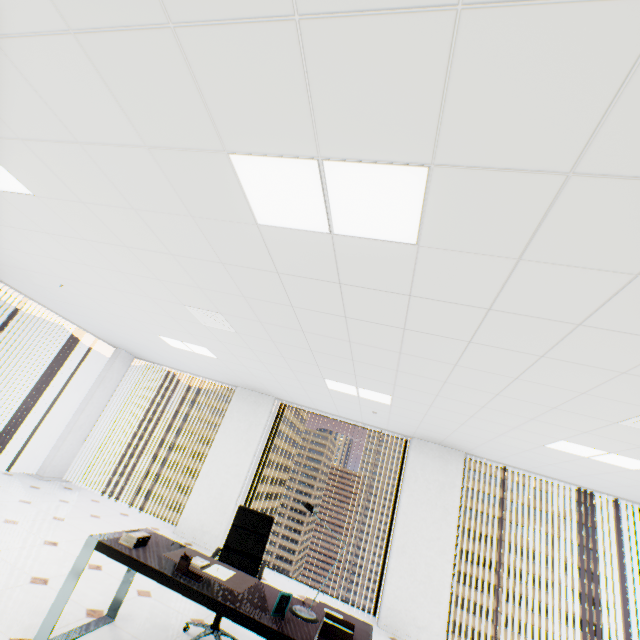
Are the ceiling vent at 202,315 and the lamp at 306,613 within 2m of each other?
no

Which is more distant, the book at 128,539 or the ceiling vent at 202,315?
the ceiling vent at 202,315

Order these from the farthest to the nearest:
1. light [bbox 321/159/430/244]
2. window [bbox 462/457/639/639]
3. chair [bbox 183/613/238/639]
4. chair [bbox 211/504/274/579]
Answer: window [bbox 462/457/639/639]
chair [bbox 211/504/274/579]
chair [bbox 183/613/238/639]
light [bbox 321/159/430/244]

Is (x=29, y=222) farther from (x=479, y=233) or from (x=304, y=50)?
(x=479, y=233)

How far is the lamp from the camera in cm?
254

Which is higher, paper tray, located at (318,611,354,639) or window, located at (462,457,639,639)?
window, located at (462,457,639,639)

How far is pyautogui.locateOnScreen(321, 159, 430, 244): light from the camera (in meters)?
1.43

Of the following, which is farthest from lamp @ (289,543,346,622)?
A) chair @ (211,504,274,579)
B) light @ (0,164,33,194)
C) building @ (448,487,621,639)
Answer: building @ (448,487,621,639)
